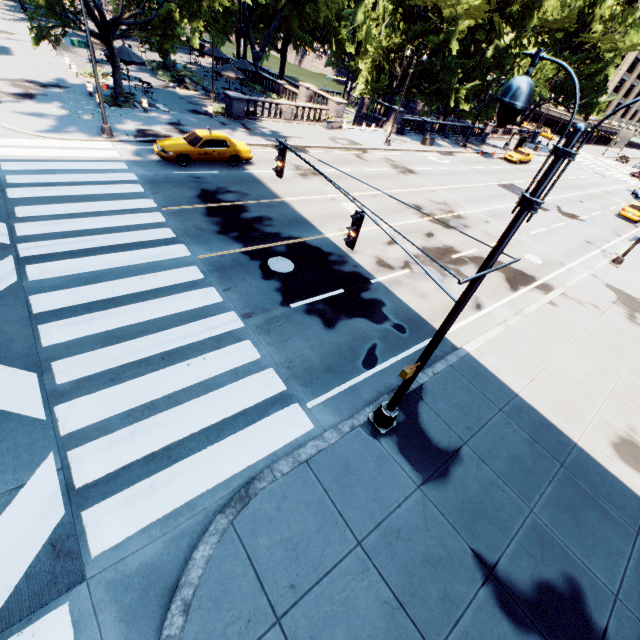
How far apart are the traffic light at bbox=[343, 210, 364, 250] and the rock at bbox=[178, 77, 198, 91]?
32.8m

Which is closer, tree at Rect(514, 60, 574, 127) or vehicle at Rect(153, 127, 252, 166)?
vehicle at Rect(153, 127, 252, 166)

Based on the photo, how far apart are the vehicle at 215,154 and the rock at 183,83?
16.2 meters

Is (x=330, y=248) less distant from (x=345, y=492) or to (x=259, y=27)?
→ (x=345, y=492)

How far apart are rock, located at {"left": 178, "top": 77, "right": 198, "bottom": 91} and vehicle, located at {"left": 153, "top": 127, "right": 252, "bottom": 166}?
16.2m

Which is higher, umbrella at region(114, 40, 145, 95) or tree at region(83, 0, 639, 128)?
tree at region(83, 0, 639, 128)

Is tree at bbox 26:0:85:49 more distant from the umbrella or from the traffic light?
the traffic light

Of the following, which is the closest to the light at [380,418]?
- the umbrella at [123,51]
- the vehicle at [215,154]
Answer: the vehicle at [215,154]
